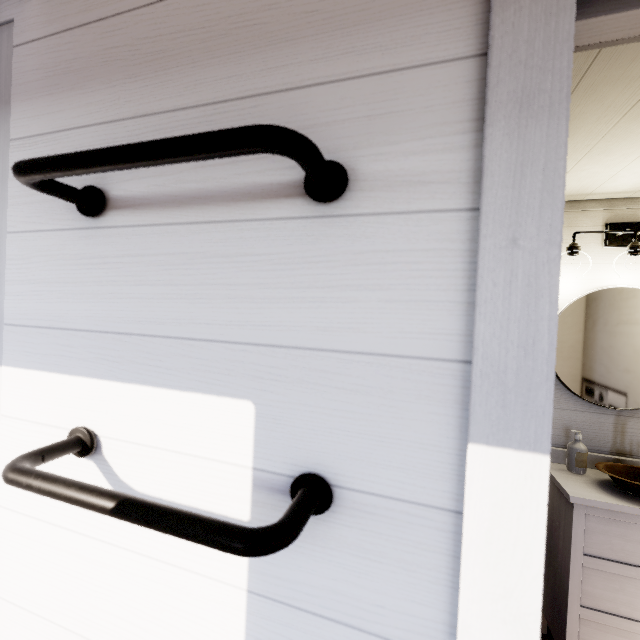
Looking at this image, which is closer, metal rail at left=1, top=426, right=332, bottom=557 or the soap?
metal rail at left=1, top=426, right=332, bottom=557

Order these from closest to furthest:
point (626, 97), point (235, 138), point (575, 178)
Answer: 1. point (235, 138)
2. point (626, 97)
3. point (575, 178)

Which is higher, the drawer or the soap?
the soap

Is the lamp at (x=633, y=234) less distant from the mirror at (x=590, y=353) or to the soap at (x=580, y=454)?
the mirror at (x=590, y=353)

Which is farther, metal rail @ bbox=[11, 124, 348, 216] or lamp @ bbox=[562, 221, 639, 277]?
lamp @ bbox=[562, 221, 639, 277]

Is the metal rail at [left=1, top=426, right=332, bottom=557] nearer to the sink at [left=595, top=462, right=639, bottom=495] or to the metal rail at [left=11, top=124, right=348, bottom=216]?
the metal rail at [left=11, top=124, right=348, bottom=216]

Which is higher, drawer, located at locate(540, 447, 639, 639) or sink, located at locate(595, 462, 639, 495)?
sink, located at locate(595, 462, 639, 495)

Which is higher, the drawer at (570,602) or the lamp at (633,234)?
the lamp at (633,234)
